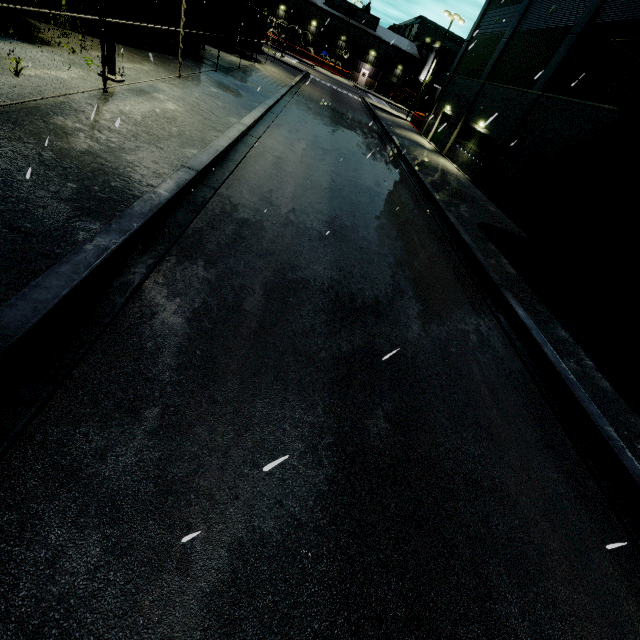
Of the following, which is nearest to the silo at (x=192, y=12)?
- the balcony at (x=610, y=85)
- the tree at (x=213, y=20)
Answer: the tree at (x=213, y=20)

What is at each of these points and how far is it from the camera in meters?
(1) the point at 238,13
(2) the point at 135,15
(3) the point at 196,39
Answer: (1) tree, 23.7
(2) silo, 13.0
(3) silo, 17.2

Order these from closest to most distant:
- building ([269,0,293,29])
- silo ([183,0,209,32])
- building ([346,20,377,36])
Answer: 1. silo ([183,0,209,32])
2. building ([269,0,293,29])
3. building ([346,20,377,36])

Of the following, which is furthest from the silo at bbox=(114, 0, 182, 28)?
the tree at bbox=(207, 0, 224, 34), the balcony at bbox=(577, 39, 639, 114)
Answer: the balcony at bbox=(577, 39, 639, 114)

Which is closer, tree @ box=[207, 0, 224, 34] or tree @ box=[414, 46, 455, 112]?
tree @ box=[207, 0, 224, 34]

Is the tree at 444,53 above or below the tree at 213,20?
above

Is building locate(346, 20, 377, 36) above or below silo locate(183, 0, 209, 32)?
above
